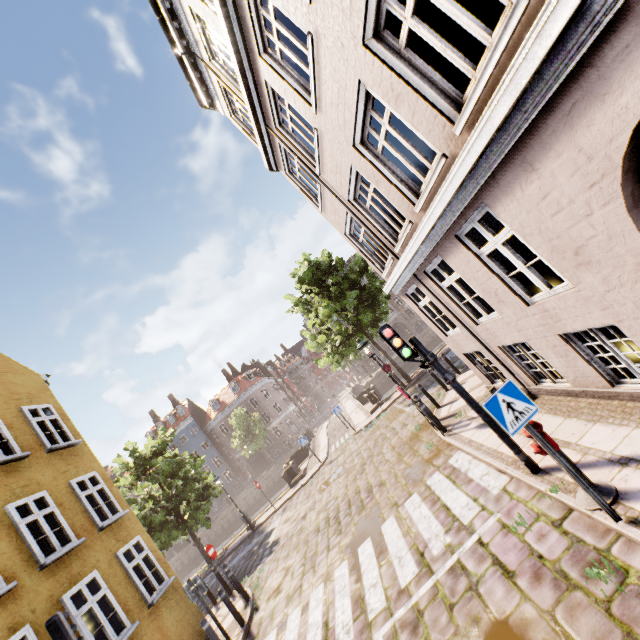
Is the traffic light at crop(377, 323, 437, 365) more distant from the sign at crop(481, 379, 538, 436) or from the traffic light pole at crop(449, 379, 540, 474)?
the sign at crop(481, 379, 538, 436)

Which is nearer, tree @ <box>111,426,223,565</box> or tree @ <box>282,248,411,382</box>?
tree @ <box>111,426,223,565</box>

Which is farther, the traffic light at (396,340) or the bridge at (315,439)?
the bridge at (315,439)

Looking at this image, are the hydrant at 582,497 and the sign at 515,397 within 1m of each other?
yes

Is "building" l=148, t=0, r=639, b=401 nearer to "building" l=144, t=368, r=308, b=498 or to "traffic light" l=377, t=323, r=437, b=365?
"traffic light" l=377, t=323, r=437, b=365

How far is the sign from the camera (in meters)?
3.88

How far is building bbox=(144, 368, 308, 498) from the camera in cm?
4856

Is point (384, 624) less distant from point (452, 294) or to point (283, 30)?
point (452, 294)
